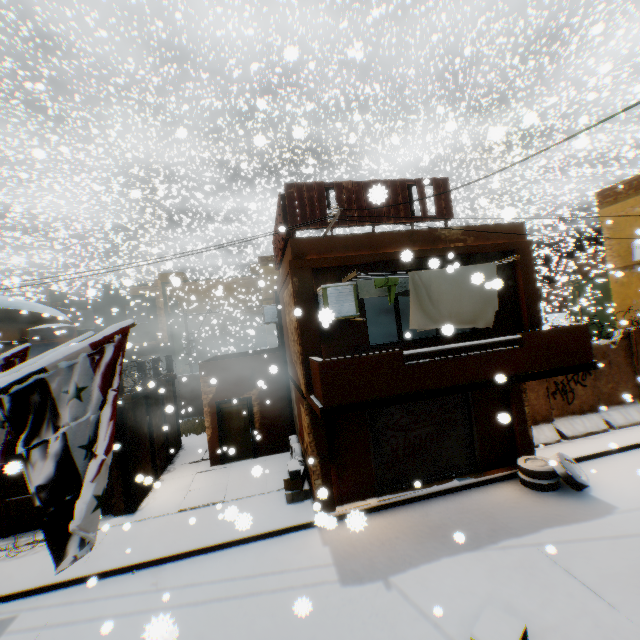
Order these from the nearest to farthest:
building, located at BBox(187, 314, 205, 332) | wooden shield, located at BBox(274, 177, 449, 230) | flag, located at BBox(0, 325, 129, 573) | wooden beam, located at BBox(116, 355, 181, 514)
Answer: flag, located at BBox(0, 325, 129, 573) → wooden shield, located at BBox(274, 177, 449, 230) → wooden beam, located at BBox(116, 355, 181, 514) → building, located at BBox(187, 314, 205, 332)

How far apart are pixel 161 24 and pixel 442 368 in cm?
1545

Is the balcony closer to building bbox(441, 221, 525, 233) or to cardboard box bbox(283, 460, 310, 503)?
building bbox(441, 221, 525, 233)

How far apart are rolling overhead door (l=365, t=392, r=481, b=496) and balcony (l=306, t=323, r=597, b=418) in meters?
0.0

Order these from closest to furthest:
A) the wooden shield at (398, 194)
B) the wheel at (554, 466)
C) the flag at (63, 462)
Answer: the flag at (63, 462), the wooden shield at (398, 194), the wheel at (554, 466)

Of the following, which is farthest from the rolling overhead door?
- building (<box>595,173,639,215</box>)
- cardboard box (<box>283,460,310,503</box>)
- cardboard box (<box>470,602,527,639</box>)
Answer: cardboard box (<box>283,460,310,503</box>)

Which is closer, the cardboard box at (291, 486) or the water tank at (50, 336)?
the cardboard box at (291, 486)

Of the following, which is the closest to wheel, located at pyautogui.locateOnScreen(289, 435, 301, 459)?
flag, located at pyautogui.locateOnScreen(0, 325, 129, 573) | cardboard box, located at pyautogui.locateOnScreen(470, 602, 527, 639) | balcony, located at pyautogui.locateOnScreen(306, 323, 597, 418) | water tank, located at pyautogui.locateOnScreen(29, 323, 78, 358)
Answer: balcony, located at pyautogui.locateOnScreen(306, 323, 597, 418)
